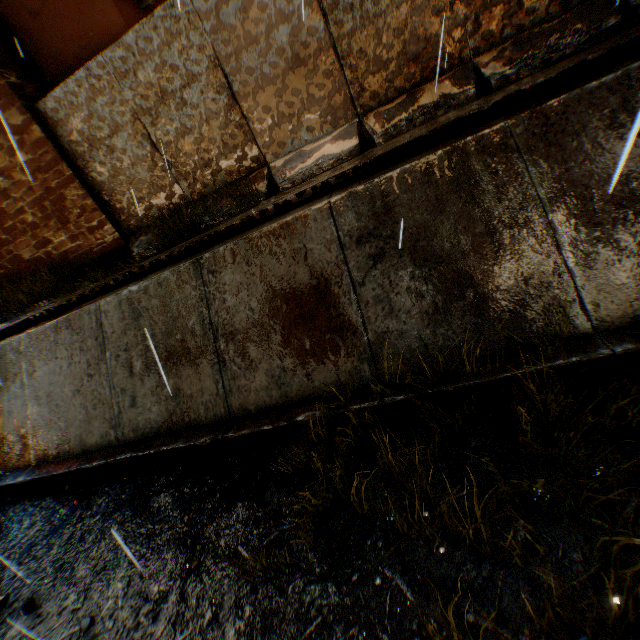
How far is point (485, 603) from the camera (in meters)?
2.23

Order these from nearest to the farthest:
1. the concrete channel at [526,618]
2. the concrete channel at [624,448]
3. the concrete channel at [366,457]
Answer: the concrete channel at [526,618] → the concrete channel at [624,448] → the concrete channel at [366,457]

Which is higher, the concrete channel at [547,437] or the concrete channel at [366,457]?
the concrete channel at [366,457]

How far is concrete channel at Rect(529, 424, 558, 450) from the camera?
2.8 meters

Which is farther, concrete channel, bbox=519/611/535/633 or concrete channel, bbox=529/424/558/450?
concrete channel, bbox=529/424/558/450

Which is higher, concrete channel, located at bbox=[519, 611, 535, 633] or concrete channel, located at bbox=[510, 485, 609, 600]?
concrete channel, located at bbox=[510, 485, 609, 600]

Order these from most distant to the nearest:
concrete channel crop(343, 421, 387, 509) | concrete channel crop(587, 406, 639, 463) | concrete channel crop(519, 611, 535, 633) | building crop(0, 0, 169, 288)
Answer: building crop(0, 0, 169, 288), concrete channel crop(343, 421, 387, 509), concrete channel crop(587, 406, 639, 463), concrete channel crop(519, 611, 535, 633)
